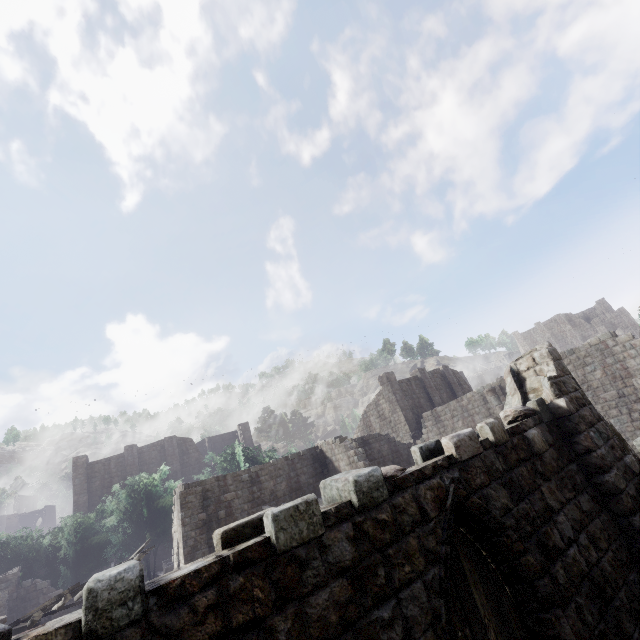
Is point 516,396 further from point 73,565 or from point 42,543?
point 42,543
